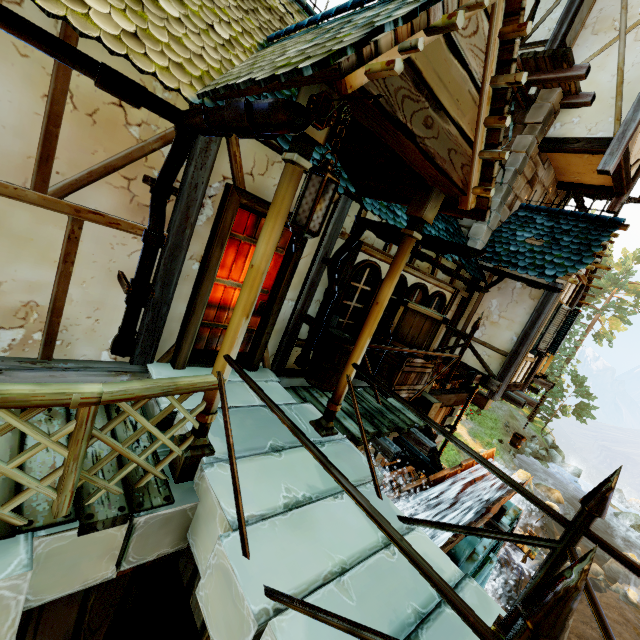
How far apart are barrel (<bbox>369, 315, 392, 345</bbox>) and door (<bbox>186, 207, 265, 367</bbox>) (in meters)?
1.66

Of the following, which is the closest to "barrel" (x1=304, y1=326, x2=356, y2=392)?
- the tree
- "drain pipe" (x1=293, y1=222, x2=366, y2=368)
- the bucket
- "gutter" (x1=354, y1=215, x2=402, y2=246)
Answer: "drain pipe" (x1=293, y1=222, x2=366, y2=368)

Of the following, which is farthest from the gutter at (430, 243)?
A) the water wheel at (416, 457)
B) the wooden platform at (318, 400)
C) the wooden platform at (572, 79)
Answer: the wooden platform at (572, 79)

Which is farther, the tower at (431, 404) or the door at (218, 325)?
the tower at (431, 404)

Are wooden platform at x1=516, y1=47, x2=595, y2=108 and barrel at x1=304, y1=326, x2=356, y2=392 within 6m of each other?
no

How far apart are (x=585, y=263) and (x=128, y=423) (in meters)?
8.44

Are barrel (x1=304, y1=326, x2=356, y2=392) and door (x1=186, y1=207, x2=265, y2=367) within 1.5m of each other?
yes

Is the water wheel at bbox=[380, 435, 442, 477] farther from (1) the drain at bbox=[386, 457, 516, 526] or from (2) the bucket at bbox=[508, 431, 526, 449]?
(2) the bucket at bbox=[508, 431, 526, 449]
